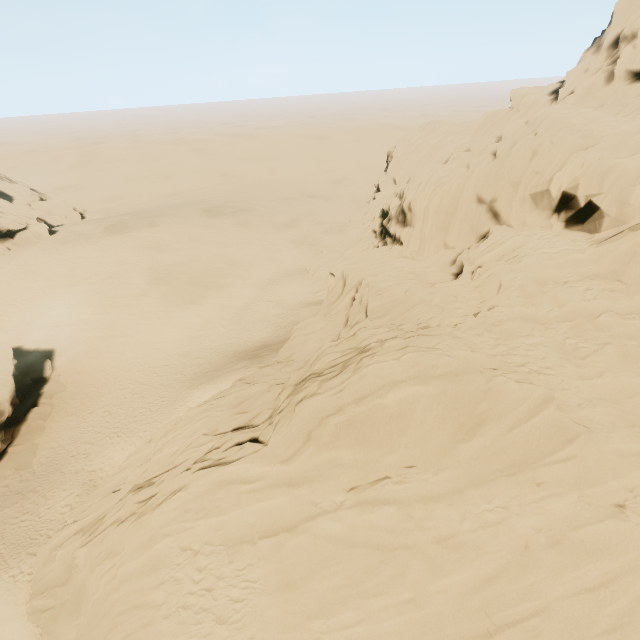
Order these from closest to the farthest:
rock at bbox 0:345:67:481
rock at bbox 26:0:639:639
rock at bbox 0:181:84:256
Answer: rock at bbox 26:0:639:639
rock at bbox 0:345:67:481
rock at bbox 0:181:84:256

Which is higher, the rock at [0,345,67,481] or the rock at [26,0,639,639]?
the rock at [26,0,639,639]

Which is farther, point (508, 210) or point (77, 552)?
point (508, 210)

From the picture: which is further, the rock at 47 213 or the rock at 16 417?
the rock at 47 213

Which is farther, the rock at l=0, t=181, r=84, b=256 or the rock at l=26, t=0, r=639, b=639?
the rock at l=0, t=181, r=84, b=256

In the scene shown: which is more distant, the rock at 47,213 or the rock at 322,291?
the rock at 47,213

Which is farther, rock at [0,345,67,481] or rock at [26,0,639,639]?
rock at [0,345,67,481]
